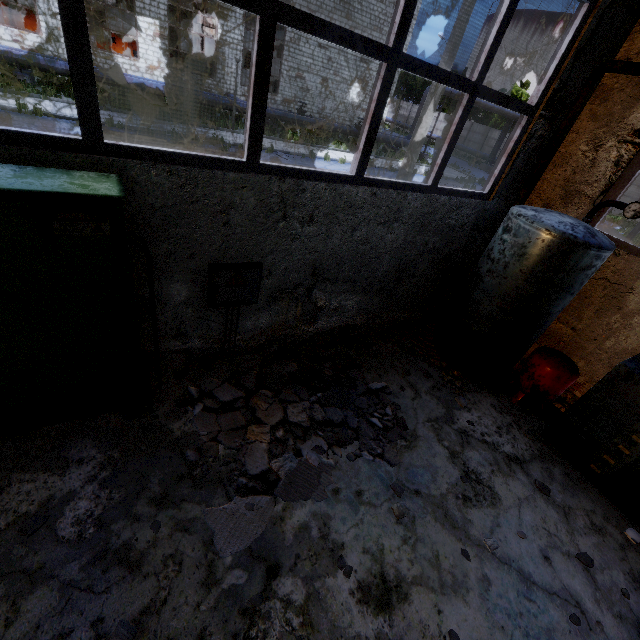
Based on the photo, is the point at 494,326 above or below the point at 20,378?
above

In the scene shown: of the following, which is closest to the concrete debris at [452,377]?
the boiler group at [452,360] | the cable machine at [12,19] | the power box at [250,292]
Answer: the boiler group at [452,360]

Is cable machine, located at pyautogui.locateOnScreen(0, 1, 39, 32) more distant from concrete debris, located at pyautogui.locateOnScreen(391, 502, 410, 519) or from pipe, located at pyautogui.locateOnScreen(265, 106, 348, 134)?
concrete debris, located at pyautogui.locateOnScreen(391, 502, 410, 519)

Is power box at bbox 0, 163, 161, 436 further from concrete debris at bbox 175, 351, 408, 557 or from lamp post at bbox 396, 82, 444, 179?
lamp post at bbox 396, 82, 444, 179

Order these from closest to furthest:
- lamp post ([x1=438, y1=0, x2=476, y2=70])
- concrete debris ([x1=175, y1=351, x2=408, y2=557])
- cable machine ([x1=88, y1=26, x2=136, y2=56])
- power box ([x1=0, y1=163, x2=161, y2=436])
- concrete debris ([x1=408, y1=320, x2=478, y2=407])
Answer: power box ([x1=0, y1=163, x2=161, y2=436]), concrete debris ([x1=175, y1=351, x2=408, y2=557]), concrete debris ([x1=408, y1=320, x2=478, y2=407]), lamp post ([x1=438, y1=0, x2=476, y2=70]), cable machine ([x1=88, y1=26, x2=136, y2=56])

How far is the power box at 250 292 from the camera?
3.7 meters

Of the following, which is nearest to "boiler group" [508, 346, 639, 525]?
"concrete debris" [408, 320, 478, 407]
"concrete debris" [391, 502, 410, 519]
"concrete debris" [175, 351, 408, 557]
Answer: "concrete debris" [408, 320, 478, 407]

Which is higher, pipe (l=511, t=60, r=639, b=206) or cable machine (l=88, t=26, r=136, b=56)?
pipe (l=511, t=60, r=639, b=206)
